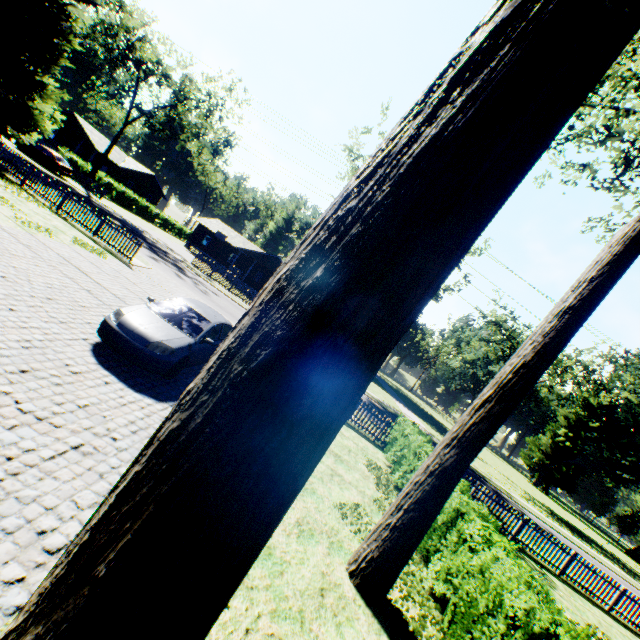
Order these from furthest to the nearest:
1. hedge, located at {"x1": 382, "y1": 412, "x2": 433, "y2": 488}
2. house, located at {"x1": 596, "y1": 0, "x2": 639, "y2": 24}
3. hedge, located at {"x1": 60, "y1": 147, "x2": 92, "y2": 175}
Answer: hedge, located at {"x1": 60, "y1": 147, "x2": 92, "y2": 175} → hedge, located at {"x1": 382, "y1": 412, "x2": 433, "y2": 488} → house, located at {"x1": 596, "y1": 0, "x2": 639, "y2": 24}

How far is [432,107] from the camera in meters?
1.5

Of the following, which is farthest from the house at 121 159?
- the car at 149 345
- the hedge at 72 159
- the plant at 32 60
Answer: the car at 149 345

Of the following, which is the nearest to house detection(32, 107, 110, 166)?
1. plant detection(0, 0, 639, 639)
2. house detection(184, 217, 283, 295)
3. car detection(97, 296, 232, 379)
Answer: house detection(184, 217, 283, 295)

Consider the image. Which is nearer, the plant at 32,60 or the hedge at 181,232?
the plant at 32,60

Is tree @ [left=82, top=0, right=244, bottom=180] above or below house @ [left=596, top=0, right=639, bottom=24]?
above

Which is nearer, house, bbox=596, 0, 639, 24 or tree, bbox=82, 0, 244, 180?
house, bbox=596, 0, 639, 24

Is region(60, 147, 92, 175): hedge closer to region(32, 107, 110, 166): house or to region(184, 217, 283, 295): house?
region(32, 107, 110, 166): house
